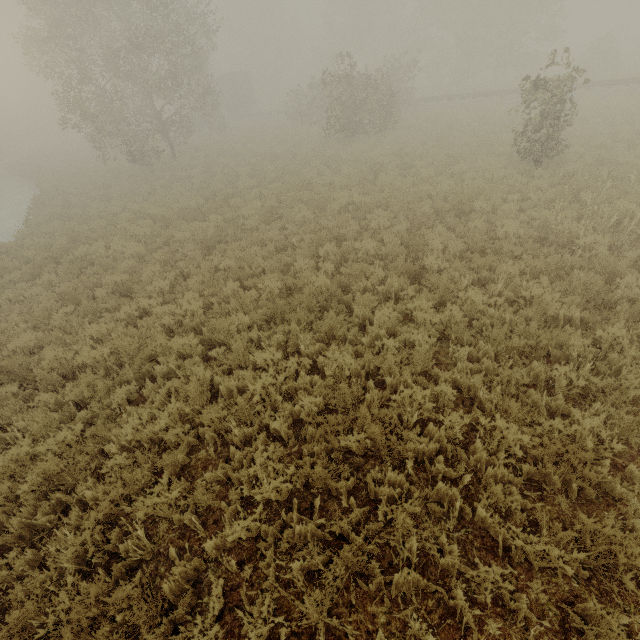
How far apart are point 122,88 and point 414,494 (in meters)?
25.11

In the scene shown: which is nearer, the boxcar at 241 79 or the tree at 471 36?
the tree at 471 36

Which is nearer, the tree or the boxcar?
the tree

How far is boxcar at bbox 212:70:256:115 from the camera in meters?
41.8

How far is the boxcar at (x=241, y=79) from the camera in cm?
4178
